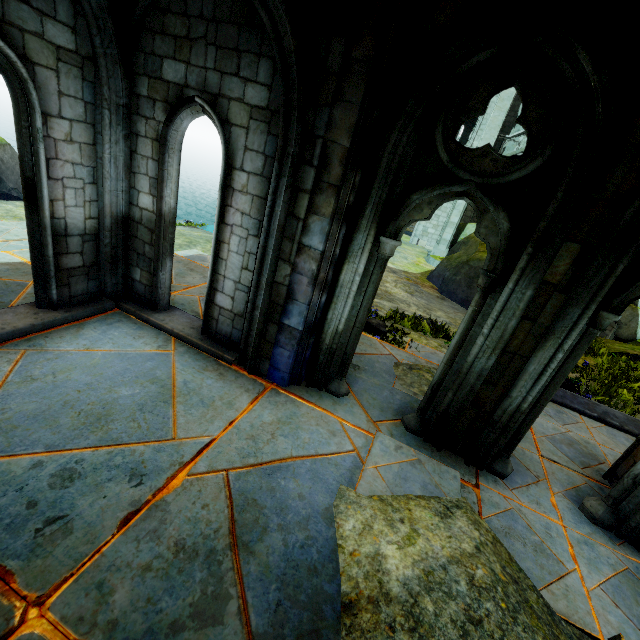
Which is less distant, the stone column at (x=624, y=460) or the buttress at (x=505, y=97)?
the stone column at (x=624, y=460)

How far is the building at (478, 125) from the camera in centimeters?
2117cm

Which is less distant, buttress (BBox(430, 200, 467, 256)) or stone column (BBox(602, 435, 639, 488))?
stone column (BBox(602, 435, 639, 488))

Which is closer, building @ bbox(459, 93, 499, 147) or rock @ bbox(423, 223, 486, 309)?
rock @ bbox(423, 223, 486, 309)

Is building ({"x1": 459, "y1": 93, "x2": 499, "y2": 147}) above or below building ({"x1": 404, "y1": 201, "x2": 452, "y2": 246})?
above

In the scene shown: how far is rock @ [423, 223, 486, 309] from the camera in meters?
12.1

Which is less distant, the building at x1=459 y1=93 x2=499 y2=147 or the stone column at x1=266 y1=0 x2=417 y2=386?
the stone column at x1=266 y1=0 x2=417 y2=386

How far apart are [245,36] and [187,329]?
3.5 meters
